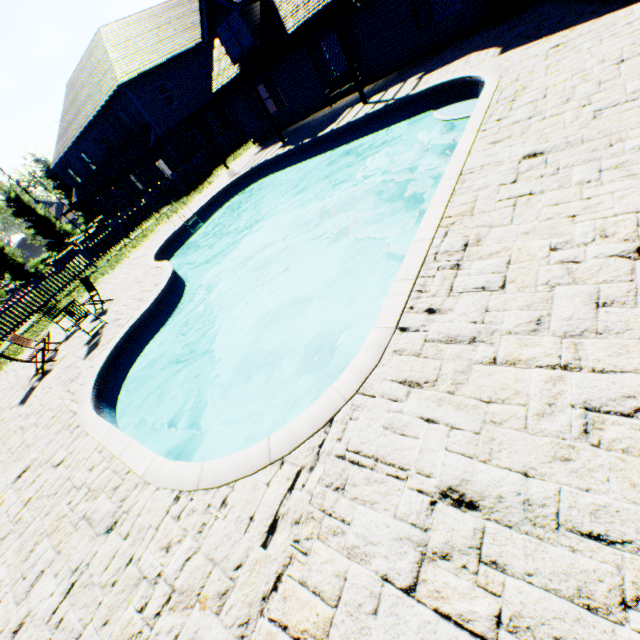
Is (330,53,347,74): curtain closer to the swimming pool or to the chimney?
the swimming pool

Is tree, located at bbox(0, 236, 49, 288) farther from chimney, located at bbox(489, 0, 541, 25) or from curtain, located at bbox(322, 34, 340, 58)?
curtain, located at bbox(322, 34, 340, 58)

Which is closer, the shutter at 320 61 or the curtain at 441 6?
the curtain at 441 6

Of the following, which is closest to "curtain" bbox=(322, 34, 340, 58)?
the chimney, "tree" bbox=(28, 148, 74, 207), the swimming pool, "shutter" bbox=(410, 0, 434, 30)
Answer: "shutter" bbox=(410, 0, 434, 30)

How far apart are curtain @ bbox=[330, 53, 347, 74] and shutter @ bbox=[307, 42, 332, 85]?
0.3 meters

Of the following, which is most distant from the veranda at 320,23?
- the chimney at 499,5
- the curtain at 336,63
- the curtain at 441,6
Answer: the chimney at 499,5

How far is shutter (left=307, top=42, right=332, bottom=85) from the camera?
15.15m

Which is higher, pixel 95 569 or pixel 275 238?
pixel 95 569
